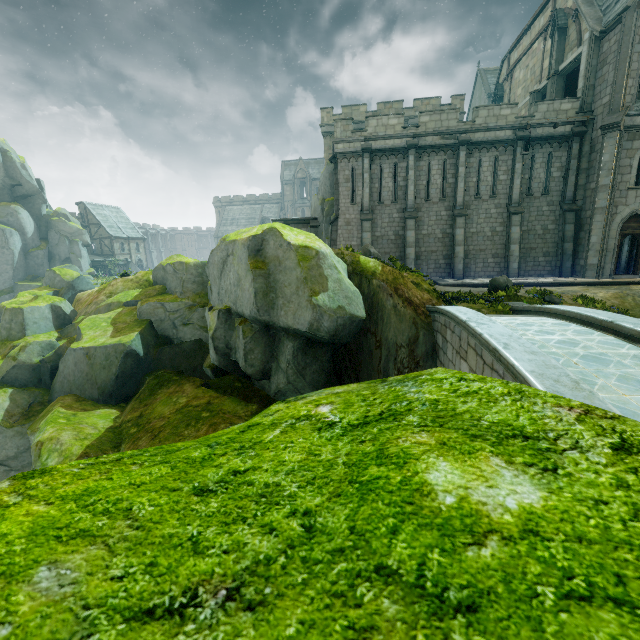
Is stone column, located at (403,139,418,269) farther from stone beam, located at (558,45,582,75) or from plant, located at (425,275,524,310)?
stone beam, located at (558,45,582,75)

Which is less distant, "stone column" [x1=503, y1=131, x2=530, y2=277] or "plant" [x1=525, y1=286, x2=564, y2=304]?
"plant" [x1=525, y1=286, x2=564, y2=304]

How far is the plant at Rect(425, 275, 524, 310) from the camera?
12.78m

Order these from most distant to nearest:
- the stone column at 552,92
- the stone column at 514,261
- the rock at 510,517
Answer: the stone column at 552,92
the stone column at 514,261
the rock at 510,517

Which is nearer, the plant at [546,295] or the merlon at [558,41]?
the plant at [546,295]

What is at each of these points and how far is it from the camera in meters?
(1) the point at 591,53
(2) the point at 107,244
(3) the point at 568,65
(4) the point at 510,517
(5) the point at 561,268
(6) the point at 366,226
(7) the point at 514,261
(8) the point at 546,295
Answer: (1) stone column, 19.0
(2) building, 55.8
(3) stone beam, 21.0
(4) rock, 0.7
(5) stone column, 20.9
(6) stone column, 22.3
(7) stone column, 21.2
(8) plant, 14.4

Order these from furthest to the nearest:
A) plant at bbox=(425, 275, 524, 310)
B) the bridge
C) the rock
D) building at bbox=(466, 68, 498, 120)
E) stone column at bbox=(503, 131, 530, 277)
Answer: building at bbox=(466, 68, 498, 120)
stone column at bbox=(503, 131, 530, 277)
plant at bbox=(425, 275, 524, 310)
the bridge
the rock

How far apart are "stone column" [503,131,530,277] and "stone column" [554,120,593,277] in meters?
2.3 m
